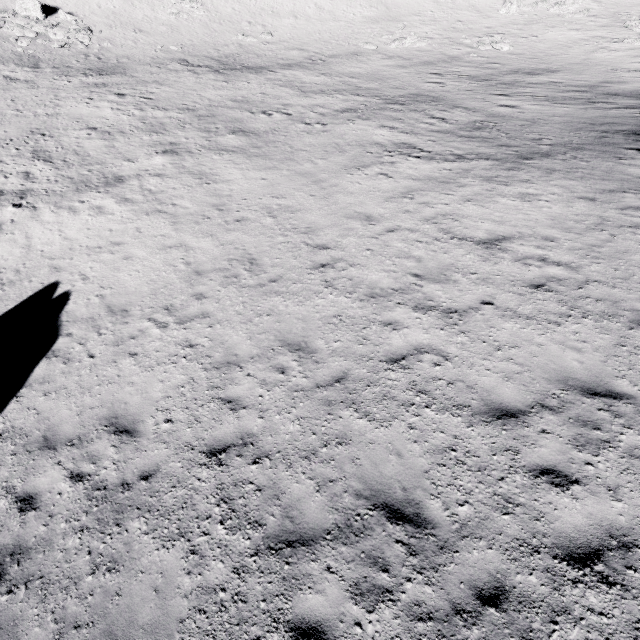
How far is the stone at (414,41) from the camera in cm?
3119

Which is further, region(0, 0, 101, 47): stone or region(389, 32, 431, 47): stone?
region(389, 32, 431, 47): stone

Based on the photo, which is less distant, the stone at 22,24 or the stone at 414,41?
the stone at 22,24

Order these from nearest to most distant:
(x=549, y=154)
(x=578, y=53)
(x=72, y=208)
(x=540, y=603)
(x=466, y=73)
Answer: (x=540, y=603)
(x=549, y=154)
(x=72, y=208)
(x=466, y=73)
(x=578, y=53)

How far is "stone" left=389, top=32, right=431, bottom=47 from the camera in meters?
31.2 m
